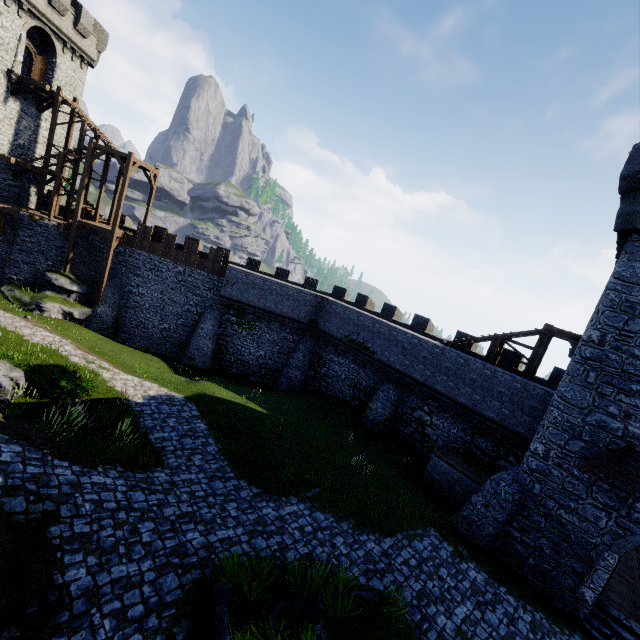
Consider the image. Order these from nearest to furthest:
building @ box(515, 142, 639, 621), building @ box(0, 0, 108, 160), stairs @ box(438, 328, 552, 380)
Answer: building @ box(515, 142, 639, 621), stairs @ box(438, 328, 552, 380), building @ box(0, 0, 108, 160)

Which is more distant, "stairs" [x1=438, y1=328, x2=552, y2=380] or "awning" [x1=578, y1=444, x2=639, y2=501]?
"stairs" [x1=438, y1=328, x2=552, y2=380]

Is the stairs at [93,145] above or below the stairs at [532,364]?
above

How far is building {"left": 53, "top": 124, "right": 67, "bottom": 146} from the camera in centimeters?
2852cm

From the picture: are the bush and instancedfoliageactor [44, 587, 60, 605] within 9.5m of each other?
yes

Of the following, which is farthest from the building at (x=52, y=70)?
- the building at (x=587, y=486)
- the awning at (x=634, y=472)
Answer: the awning at (x=634, y=472)

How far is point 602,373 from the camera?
12.0 meters

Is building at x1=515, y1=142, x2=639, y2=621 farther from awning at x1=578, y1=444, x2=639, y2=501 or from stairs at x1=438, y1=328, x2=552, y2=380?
stairs at x1=438, y1=328, x2=552, y2=380
